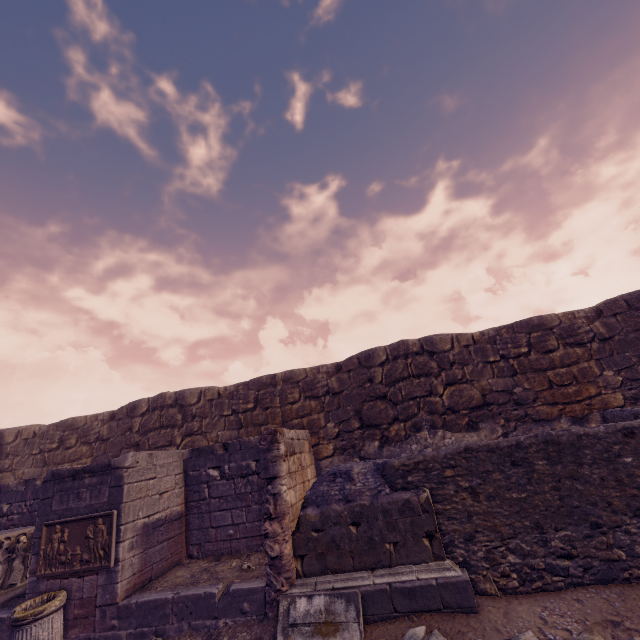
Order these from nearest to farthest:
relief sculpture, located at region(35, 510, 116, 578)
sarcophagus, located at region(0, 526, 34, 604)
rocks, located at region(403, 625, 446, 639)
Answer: rocks, located at region(403, 625, 446, 639), relief sculpture, located at region(35, 510, 116, 578), sarcophagus, located at region(0, 526, 34, 604)

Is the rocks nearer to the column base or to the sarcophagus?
the column base

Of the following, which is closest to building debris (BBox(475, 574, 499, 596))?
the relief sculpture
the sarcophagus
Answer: the relief sculpture

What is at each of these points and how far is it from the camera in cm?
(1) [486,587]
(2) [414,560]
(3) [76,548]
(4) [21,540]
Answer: (1) building debris, 450
(2) building debris, 468
(3) relief sculpture, 577
(4) sarcophagus, 688

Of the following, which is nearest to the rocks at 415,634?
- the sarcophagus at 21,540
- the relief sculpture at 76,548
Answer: the relief sculpture at 76,548

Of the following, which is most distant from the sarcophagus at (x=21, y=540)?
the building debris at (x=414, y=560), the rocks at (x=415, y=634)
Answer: the rocks at (x=415, y=634)

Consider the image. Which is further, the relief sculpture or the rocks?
the relief sculpture

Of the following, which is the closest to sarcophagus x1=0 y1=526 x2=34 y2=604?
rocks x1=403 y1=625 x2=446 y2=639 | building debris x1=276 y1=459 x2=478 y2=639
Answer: building debris x1=276 y1=459 x2=478 y2=639
